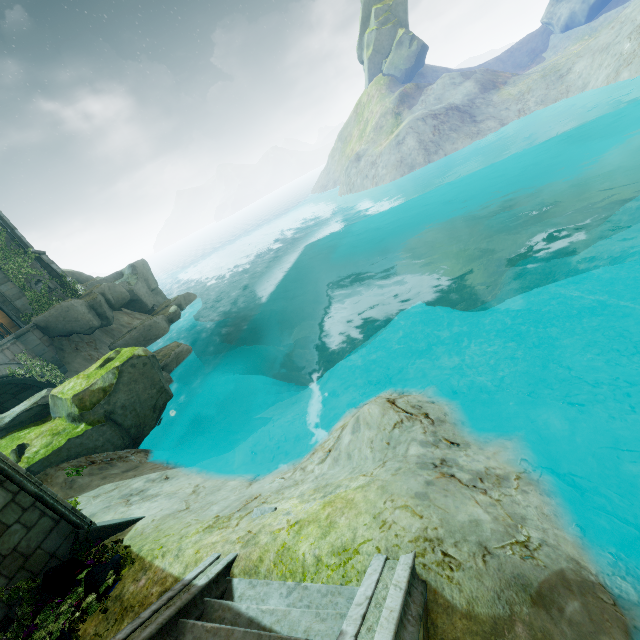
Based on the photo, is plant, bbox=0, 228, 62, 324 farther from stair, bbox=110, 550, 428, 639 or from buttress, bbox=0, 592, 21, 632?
stair, bbox=110, 550, 428, 639

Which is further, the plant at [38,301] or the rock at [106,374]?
the plant at [38,301]

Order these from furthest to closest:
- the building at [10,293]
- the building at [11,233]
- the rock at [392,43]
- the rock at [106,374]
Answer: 1. the rock at [392,43]
2. the building at [11,233]
3. the building at [10,293]
4. the rock at [106,374]

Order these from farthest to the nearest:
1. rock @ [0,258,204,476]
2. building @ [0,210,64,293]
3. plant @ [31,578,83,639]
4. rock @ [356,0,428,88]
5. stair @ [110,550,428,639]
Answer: rock @ [356,0,428,88] < building @ [0,210,64,293] < rock @ [0,258,204,476] < plant @ [31,578,83,639] < stair @ [110,550,428,639]

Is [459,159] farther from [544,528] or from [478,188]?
[544,528]

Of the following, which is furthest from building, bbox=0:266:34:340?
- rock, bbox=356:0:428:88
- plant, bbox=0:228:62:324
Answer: rock, bbox=356:0:428:88

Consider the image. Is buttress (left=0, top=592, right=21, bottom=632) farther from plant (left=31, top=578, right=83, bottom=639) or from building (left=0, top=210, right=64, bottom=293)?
building (left=0, top=210, right=64, bottom=293)

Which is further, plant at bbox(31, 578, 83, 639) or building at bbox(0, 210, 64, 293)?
building at bbox(0, 210, 64, 293)
